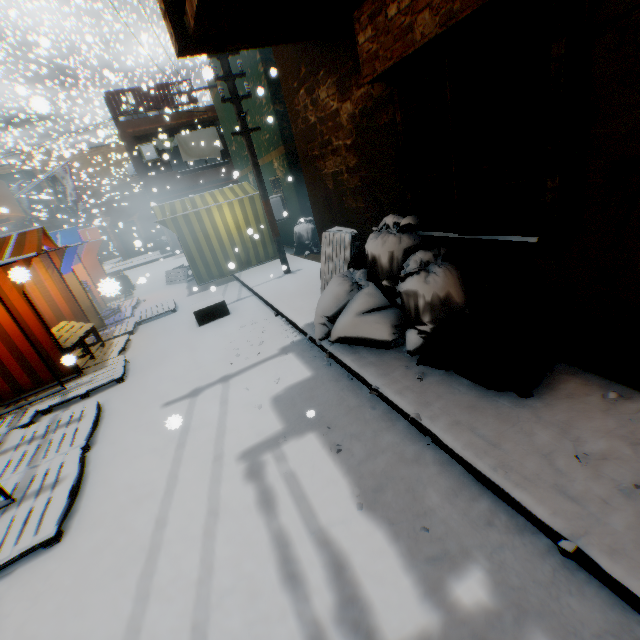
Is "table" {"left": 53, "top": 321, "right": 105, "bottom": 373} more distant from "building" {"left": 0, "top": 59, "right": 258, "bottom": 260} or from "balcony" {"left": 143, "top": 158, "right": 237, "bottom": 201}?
"balcony" {"left": 143, "top": 158, "right": 237, "bottom": 201}

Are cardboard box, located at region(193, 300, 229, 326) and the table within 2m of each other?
yes

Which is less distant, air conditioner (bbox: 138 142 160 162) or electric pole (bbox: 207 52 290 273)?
electric pole (bbox: 207 52 290 273)

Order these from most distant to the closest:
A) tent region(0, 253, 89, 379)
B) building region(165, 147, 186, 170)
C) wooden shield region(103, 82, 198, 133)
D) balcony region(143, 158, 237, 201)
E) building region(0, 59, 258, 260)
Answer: building region(165, 147, 186, 170)
balcony region(143, 158, 237, 201)
wooden shield region(103, 82, 198, 133)
building region(0, 59, 258, 260)
tent region(0, 253, 89, 379)

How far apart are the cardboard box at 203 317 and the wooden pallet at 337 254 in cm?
180

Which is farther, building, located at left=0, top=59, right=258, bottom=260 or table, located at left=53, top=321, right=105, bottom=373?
building, located at left=0, top=59, right=258, bottom=260

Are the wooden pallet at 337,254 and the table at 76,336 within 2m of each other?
no

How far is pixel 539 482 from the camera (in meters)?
2.04
